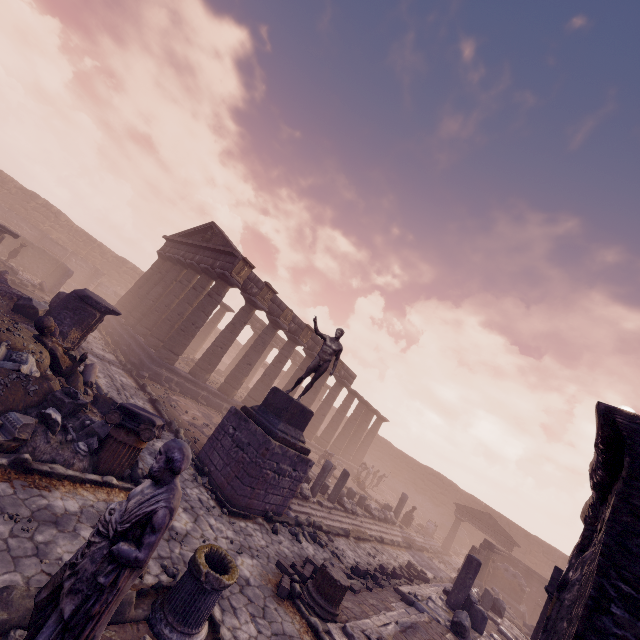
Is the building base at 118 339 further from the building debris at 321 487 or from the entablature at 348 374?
A: the entablature at 348 374

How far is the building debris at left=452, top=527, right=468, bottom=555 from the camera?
29.0 meters

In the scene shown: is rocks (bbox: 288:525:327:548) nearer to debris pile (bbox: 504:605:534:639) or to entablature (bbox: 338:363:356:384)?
debris pile (bbox: 504:605:534:639)

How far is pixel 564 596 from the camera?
1.6m

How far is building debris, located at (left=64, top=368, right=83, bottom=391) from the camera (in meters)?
8.18

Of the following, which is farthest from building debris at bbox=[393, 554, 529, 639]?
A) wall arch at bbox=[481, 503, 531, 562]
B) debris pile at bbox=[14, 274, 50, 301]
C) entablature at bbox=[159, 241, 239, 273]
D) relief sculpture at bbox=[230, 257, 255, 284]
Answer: debris pile at bbox=[14, 274, 50, 301]

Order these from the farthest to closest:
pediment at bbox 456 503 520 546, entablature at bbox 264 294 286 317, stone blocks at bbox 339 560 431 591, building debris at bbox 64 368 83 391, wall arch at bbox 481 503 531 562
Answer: wall arch at bbox 481 503 531 562 < pediment at bbox 456 503 520 546 < entablature at bbox 264 294 286 317 < stone blocks at bbox 339 560 431 591 < building debris at bbox 64 368 83 391

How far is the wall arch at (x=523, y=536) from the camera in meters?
28.4 m
